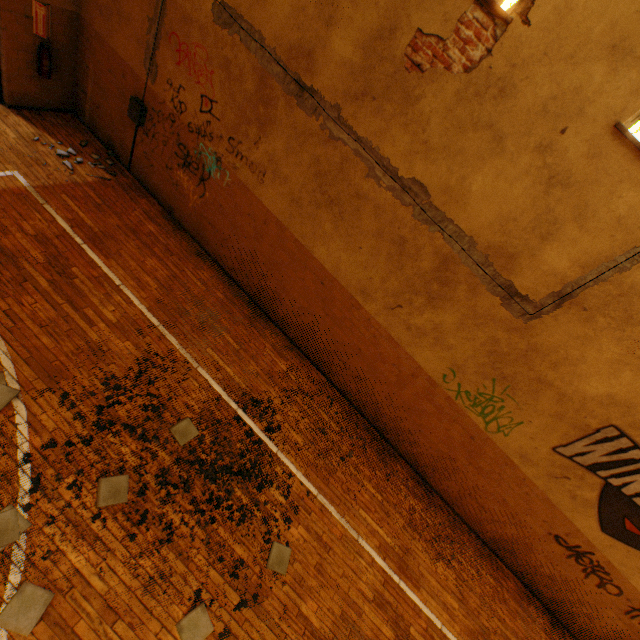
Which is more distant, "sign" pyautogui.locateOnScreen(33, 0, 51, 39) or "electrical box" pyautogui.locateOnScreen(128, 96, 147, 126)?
"electrical box" pyautogui.locateOnScreen(128, 96, 147, 126)

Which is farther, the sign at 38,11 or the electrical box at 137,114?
the electrical box at 137,114

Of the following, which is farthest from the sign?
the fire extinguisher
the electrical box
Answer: the electrical box

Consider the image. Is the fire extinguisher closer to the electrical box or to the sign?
the sign

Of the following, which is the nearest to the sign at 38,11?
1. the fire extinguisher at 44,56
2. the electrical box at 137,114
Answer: the fire extinguisher at 44,56

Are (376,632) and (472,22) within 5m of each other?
no

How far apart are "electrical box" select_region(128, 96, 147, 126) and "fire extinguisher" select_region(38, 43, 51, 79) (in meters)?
1.67
